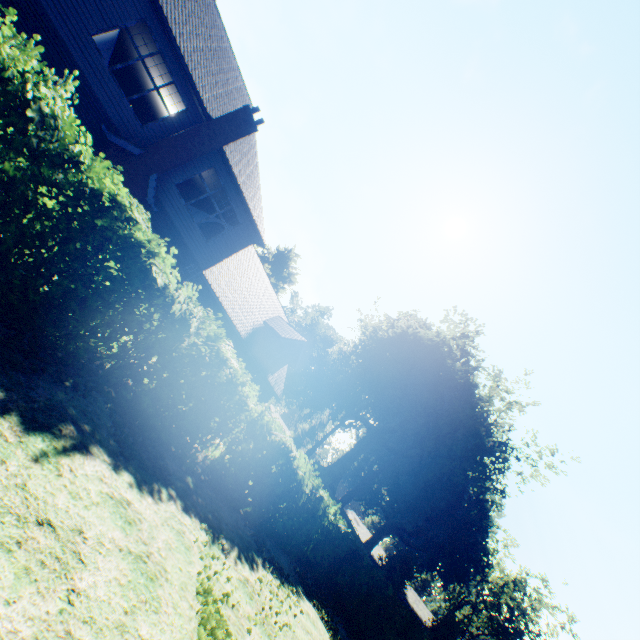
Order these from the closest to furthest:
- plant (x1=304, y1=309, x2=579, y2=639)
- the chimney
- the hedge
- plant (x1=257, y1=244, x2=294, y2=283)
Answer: the hedge → the chimney → plant (x1=304, y1=309, x2=579, y2=639) → plant (x1=257, y1=244, x2=294, y2=283)

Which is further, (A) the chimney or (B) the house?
(B) the house

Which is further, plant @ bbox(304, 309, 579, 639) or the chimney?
plant @ bbox(304, 309, 579, 639)

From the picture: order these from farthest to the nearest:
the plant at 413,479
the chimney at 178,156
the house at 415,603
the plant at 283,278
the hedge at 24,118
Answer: the plant at 283,278
the house at 415,603
the plant at 413,479
the chimney at 178,156
the hedge at 24,118

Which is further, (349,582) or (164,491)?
(349,582)

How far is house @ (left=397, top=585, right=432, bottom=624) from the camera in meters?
48.2

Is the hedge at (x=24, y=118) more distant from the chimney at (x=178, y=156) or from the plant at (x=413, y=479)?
the plant at (x=413, y=479)

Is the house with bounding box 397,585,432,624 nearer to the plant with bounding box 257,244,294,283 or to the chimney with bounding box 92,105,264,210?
the plant with bounding box 257,244,294,283
